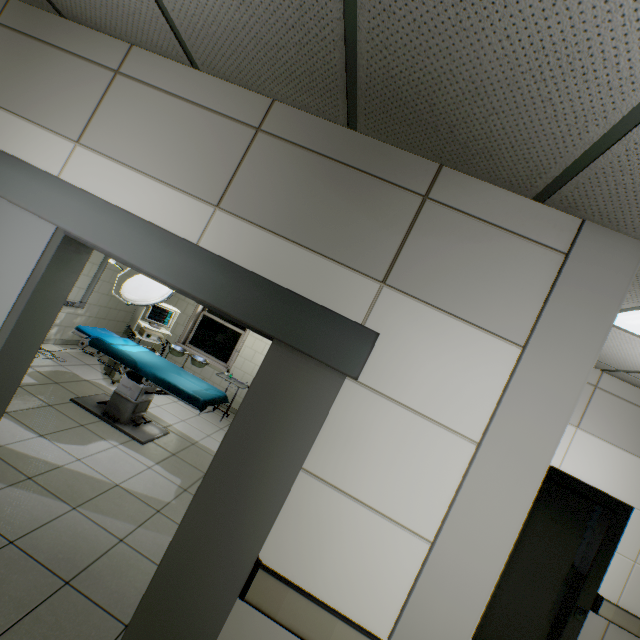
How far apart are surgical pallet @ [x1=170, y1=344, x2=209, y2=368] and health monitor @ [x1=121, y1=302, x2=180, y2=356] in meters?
0.2 m

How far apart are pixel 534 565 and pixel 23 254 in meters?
5.3 m

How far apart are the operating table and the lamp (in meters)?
0.71

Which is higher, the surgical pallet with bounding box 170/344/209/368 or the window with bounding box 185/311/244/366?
the window with bounding box 185/311/244/366

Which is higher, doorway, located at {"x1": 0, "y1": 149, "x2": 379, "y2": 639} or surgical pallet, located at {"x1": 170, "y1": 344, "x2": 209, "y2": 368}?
doorway, located at {"x1": 0, "y1": 149, "x2": 379, "y2": 639}

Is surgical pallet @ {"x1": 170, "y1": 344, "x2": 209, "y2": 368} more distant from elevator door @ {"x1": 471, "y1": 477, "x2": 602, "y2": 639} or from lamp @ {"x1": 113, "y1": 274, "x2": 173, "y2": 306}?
elevator door @ {"x1": 471, "y1": 477, "x2": 602, "y2": 639}

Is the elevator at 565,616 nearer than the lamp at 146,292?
Yes

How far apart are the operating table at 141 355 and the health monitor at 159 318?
0.2 meters
